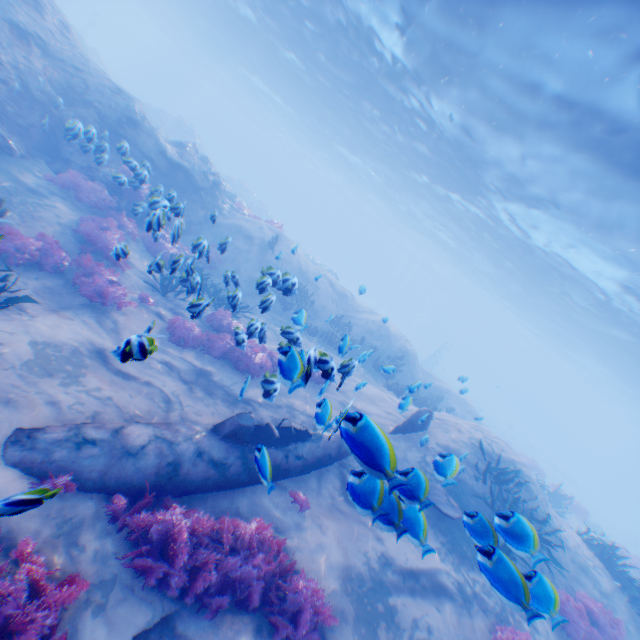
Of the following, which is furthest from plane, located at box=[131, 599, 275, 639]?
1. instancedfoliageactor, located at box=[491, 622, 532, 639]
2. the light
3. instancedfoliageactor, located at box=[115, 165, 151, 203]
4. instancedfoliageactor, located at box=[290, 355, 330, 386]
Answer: the light

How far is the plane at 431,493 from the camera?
3.8m

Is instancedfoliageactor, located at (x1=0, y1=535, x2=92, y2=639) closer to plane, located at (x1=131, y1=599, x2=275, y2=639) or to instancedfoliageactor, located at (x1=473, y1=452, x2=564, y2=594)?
plane, located at (x1=131, y1=599, x2=275, y2=639)

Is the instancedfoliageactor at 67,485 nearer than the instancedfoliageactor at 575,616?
No

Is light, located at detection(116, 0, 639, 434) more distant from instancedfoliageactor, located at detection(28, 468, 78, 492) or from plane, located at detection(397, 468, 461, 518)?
instancedfoliageactor, located at detection(28, 468, 78, 492)

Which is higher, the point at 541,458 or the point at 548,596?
the point at 548,596

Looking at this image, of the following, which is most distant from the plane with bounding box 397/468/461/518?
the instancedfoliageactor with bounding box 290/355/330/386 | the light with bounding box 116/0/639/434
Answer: the light with bounding box 116/0/639/434

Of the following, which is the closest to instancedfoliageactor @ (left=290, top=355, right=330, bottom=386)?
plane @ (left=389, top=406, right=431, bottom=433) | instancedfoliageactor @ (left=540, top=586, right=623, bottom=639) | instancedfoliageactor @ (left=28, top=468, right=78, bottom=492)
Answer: plane @ (left=389, top=406, right=431, bottom=433)
